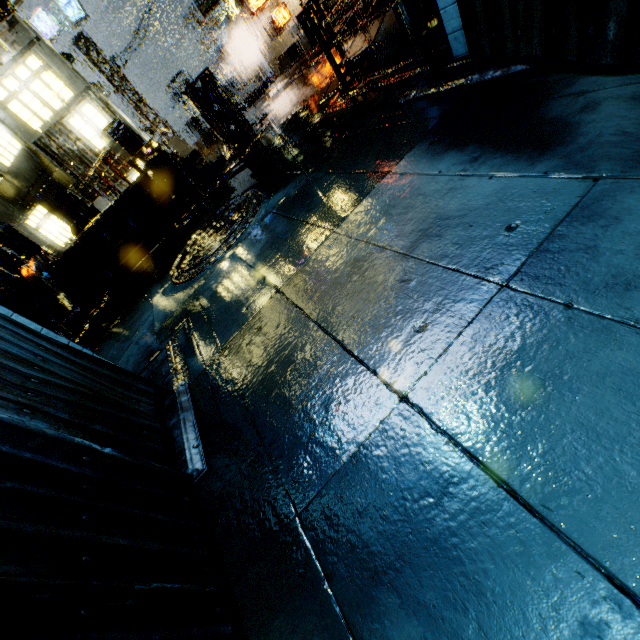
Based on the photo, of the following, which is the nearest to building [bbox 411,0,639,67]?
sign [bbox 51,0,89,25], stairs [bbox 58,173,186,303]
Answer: sign [bbox 51,0,89,25]

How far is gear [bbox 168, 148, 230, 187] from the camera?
10.72m

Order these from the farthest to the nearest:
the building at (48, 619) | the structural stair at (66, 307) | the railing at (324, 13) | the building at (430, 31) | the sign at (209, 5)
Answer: the sign at (209, 5), the structural stair at (66, 307), the railing at (324, 13), the building at (430, 31), the building at (48, 619)

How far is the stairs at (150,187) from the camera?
9.3 meters

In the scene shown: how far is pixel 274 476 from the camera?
2.01m

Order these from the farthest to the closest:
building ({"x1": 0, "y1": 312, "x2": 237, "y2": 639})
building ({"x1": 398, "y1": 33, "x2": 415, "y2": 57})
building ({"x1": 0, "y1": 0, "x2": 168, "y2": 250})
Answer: building ({"x1": 0, "y1": 0, "x2": 168, "y2": 250})
building ({"x1": 398, "y1": 33, "x2": 415, "y2": 57})
building ({"x1": 0, "y1": 312, "x2": 237, "y2": 639})

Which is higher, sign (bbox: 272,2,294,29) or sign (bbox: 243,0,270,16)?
sign (bbox: 243,0,270,16)

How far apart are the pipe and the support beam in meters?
15.3 m
